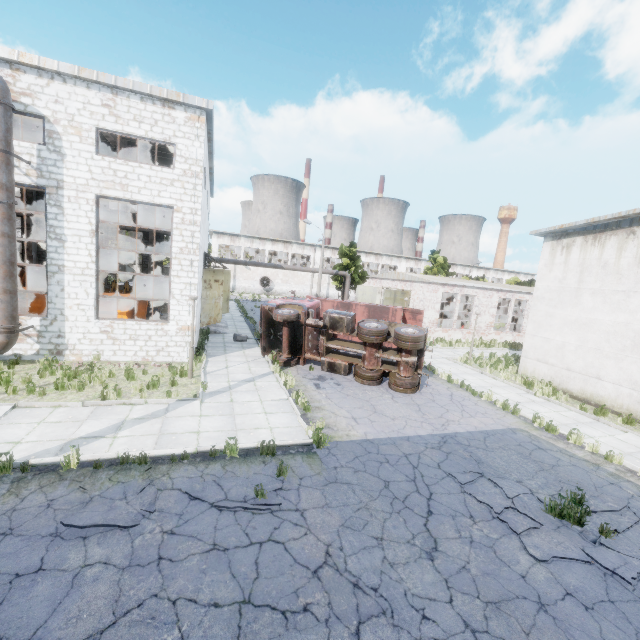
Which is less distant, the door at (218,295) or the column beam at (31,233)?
the door at (218,295)

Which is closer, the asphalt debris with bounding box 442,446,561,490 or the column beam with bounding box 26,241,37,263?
the asphalt debris with bounding box 442,446,561,490

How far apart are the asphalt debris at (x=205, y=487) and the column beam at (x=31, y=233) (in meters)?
30.17

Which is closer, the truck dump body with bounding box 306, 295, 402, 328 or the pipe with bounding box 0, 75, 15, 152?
the pipe with bounding box 0, 75, 15, 152

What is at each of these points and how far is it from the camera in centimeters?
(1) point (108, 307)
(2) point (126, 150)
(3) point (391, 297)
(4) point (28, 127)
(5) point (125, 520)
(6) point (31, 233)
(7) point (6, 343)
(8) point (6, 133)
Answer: (1) cable machine, 1605cm
(2) column beam, 1905cm
(3) door, 3017cm
(4) column beam, 1733cm
(5) asphalt debris, 563cm
(6) column beam, 2633cm
(7) pipe, 1177cm
(8) pipe, 1088cm

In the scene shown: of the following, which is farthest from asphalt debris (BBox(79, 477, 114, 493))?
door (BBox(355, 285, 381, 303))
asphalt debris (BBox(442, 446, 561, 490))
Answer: door (BBox(355, 285, 381, 303))

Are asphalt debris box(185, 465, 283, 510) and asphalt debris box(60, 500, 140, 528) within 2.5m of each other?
yes

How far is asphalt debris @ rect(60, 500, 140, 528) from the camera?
5.3 meters
